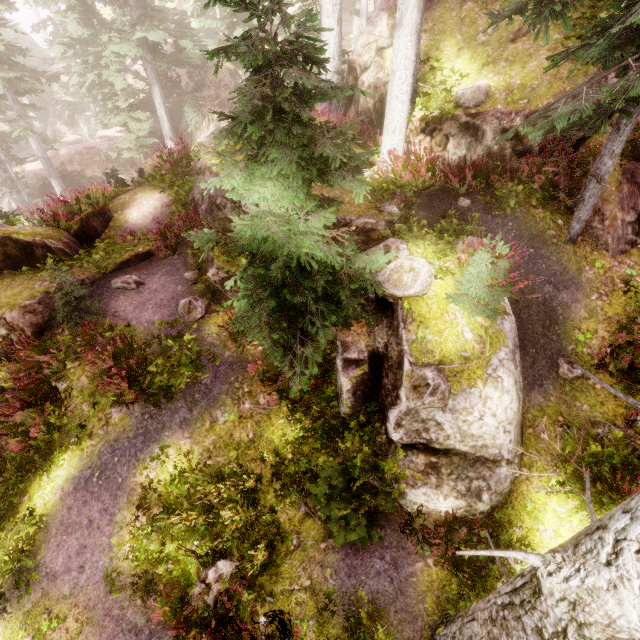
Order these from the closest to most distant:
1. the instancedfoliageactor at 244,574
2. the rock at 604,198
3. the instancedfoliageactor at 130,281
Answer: the instancedfoliageactor at 244,574 → the rock at 604,198 → the instancedfoliageactor at 130,281

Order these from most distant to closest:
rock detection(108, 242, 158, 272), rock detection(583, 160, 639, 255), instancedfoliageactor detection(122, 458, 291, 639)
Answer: rock detection(108, 242, 158, 272) → rock detection(583, 160, 639, 255) → instancedfoliageactor detection(122, 458, 291, 639)

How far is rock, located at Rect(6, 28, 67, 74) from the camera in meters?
42.5 m

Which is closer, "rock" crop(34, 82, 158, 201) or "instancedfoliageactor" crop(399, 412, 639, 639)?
"instancedfoliageactor" crop(399, 412, 639, 639)

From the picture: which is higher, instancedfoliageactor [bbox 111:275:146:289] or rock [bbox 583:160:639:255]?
rock [bbox 583:160:639:255]

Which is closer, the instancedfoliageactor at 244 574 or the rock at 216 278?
the instancedfoliageactor at 244 574

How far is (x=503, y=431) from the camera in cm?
525
